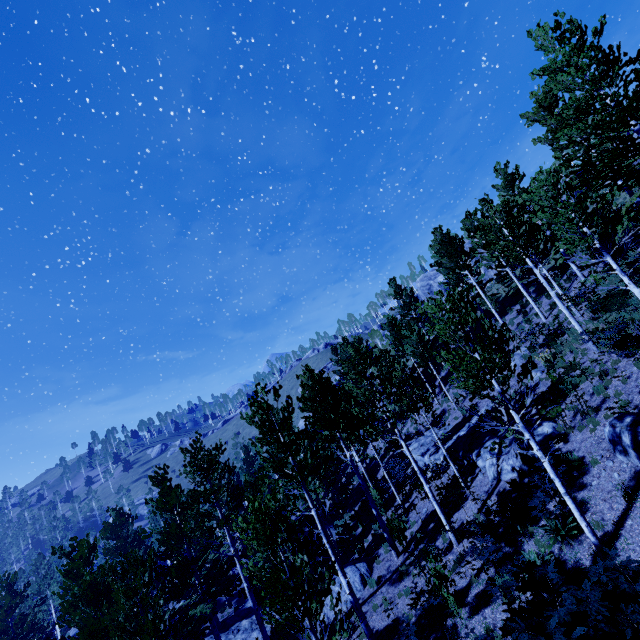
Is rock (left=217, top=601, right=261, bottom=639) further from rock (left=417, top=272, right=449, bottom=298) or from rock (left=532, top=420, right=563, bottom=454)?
rock (left=417, top=272, right=449, bottom=298)

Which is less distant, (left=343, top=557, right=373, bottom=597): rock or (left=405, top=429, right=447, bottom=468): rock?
(left=343, top=557, right=373, bottom=597): rock

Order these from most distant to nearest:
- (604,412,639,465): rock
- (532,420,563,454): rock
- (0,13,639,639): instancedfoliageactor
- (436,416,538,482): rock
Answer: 1. (436,416,538,482): rock
2. (532,420,563,454): rock
3. (604,412,639,465): rock
4. (0,13,639,639): instancedfoliageactor

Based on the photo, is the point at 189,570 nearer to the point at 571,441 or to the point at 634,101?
the point at 571,441

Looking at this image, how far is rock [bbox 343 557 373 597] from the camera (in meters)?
15.09

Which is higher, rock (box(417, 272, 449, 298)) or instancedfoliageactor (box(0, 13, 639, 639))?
rock (box(417, 272, 449, 298))

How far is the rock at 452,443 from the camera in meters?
13.1

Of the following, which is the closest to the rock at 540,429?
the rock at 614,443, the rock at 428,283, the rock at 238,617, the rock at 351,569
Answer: the rock at 614,443
